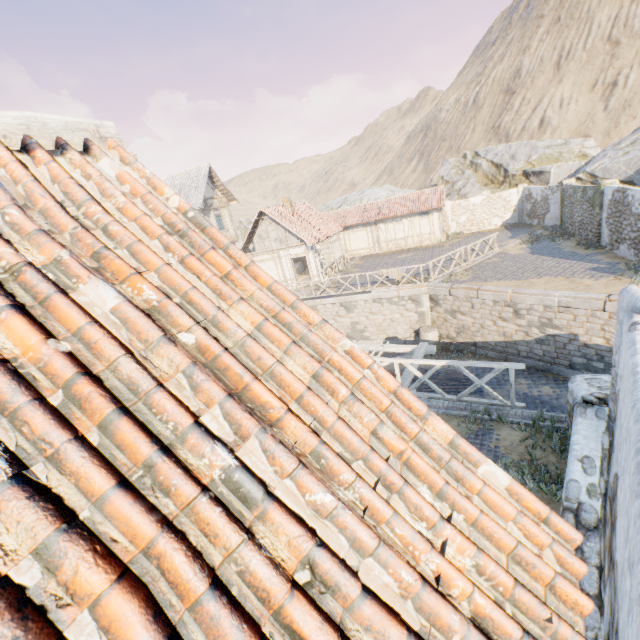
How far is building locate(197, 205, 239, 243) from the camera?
24.6m

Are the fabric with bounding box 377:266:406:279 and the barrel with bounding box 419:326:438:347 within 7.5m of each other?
yes

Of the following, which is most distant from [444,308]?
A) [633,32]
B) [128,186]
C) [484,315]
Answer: [633,32]

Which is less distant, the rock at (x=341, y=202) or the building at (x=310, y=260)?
the building at (x=310, y=260)

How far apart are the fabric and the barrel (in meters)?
2.92

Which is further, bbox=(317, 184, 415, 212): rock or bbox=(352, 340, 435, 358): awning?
bbox=(317, 184, 415, 212): rock

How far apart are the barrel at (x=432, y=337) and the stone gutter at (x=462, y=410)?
9.0 meters

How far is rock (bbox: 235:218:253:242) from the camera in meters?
50.1
